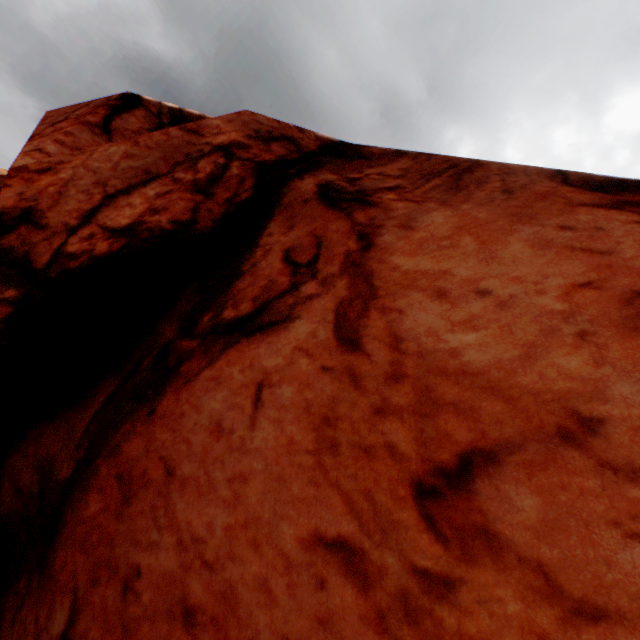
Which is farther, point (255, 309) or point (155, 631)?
point (255, 309)
